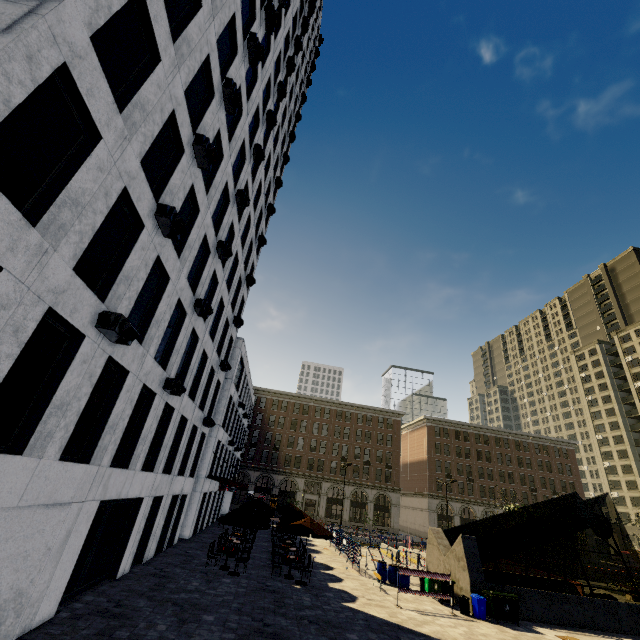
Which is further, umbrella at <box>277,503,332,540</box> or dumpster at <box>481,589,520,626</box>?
umbrella at <box>277,503,332,540</box>

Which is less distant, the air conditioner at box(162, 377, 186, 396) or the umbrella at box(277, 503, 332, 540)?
the air conditioner at box(162, 377, 186, 396)

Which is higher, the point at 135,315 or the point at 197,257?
the point at 197,257

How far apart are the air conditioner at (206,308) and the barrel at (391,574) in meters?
18.1

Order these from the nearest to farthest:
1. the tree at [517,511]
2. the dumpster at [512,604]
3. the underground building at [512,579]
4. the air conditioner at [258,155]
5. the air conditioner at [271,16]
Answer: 1. the dumpster at [512,604]
2. the underground building at [512,579]
3. the air conditioner at [271,16]
4. the air conditioner at [258,155]
5. the tree at [517,511]

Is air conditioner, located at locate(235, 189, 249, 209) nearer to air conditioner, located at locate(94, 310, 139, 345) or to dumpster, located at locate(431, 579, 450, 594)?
air conditioner, located at locate(94, 310, 139, 345)

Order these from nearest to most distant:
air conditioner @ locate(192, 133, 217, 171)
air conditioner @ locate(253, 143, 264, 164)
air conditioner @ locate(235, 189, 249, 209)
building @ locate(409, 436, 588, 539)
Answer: air conditioner @ locate(192, 133, 217, 171) → air conditioner @ locate(235, 189, 249, 209) → air conditioner @ locate(253, 143, 264, 164) → building @ locate(409, 436, 588, 539)

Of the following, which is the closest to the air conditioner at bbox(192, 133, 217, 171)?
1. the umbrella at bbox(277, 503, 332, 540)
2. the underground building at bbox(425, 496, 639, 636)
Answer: the umbrella at bbox(277, 503, 332, 540)
